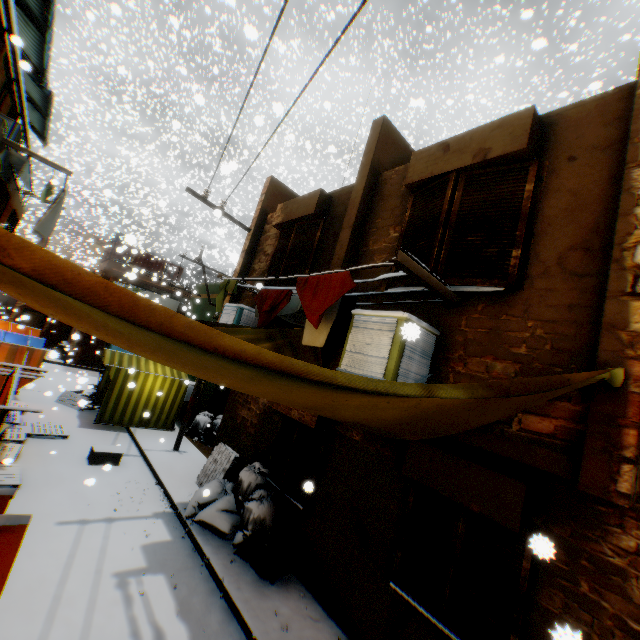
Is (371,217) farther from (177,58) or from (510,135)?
(177,58)

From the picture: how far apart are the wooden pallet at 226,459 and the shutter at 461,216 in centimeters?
661cm

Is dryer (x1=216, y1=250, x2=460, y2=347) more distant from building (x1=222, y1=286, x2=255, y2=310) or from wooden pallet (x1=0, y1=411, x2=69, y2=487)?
wooden pallet (x1=0, y1=411, x2=69, y2=487)

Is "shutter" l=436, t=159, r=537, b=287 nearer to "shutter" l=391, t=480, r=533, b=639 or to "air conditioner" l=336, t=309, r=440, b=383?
"air conditioner" l=336, t=309, r=440, b=383

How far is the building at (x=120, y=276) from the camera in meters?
17.0 m

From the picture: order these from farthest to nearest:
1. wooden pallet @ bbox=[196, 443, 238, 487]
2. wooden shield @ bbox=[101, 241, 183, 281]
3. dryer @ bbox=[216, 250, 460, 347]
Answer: wooden shield @ bbox=[101, 241, 183, 281] < wooden pallet @ bbox=[196, 443, 238, 487] < dryer @ bbox=[216, 250, 460, 347]

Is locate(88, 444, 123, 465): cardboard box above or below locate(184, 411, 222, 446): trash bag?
below

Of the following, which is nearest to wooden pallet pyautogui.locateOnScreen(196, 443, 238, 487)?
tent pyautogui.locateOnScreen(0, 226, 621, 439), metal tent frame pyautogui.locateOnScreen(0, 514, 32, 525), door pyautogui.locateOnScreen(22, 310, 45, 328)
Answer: tent pyautogui.locateOnScreen(0, 226, 621, 439)
